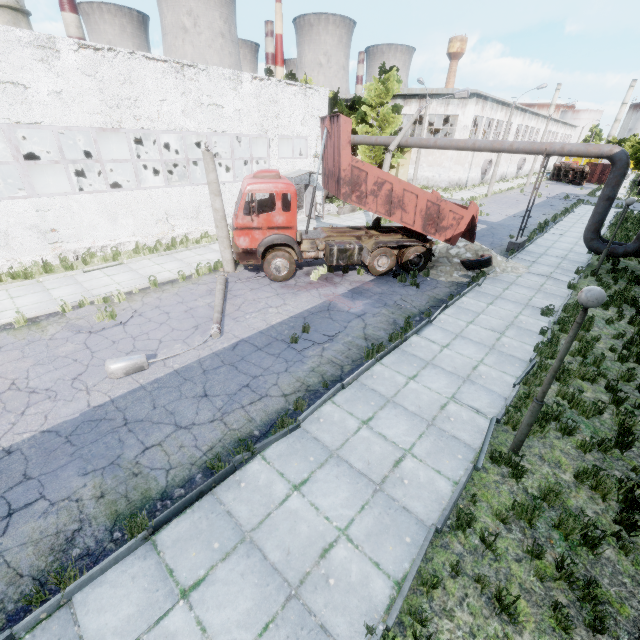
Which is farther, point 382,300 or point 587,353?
point 382,300

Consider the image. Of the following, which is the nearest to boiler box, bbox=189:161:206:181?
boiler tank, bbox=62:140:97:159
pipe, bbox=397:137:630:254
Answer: boiler tank, bbox=62:140:97:159

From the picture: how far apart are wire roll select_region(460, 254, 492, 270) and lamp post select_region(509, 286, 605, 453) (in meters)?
9.74

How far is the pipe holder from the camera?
16.03m

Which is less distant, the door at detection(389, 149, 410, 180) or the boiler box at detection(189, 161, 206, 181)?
the boiler box at detection(189, 161, 206, 181)

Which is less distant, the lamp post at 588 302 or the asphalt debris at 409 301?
the lamp post at 588 302

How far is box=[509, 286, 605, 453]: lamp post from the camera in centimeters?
452cm

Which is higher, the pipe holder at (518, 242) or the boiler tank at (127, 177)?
the boiler tank at (127, 177)
